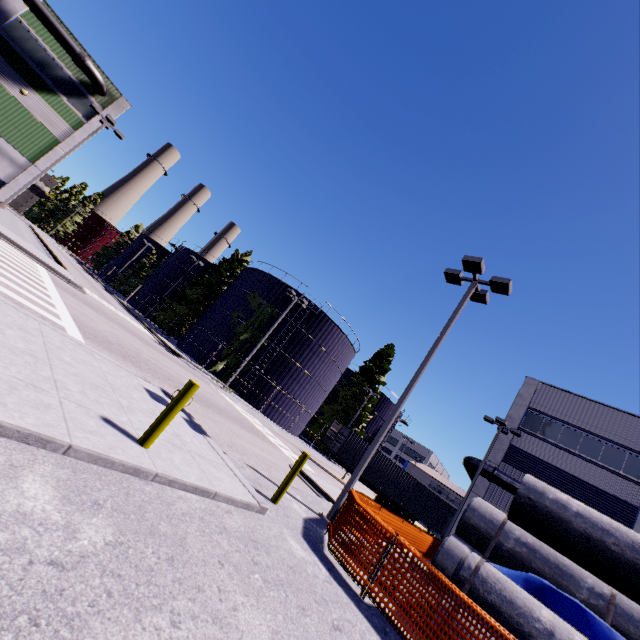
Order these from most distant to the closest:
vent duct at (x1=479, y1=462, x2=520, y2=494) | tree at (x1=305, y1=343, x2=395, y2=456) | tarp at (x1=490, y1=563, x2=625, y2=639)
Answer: tree at (x1=305, y1=343, x2=395, y2=456), vent duct at (x1=479, y1=462, x2=520, y2=494), tarp at (x1=490, y1=563, x2=625, y2=639)

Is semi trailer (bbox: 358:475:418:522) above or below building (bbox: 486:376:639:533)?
below

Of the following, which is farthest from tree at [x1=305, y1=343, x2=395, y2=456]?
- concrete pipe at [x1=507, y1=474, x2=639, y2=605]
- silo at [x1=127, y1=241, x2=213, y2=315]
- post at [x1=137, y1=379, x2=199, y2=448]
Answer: post at [x1=137, y1=379, x2=199, y2=448]

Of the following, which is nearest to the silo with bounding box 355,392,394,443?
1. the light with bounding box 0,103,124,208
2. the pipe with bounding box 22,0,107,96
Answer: the pipe with bounding box 22,0,107,96

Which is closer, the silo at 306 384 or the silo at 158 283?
the silo at 306 384

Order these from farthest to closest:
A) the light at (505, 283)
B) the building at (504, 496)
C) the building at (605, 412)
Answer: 1. the building at (504, 496)
2. the building at (605, 412)
3. the light at (505, 283)

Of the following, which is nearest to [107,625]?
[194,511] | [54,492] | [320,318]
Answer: [54,492]

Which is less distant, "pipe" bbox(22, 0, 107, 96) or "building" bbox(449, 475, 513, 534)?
"building" bbox(449, 475, 513, 534)
